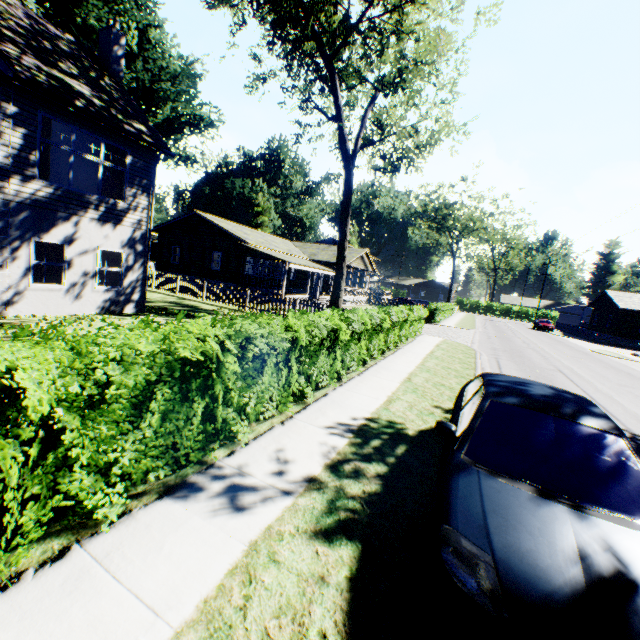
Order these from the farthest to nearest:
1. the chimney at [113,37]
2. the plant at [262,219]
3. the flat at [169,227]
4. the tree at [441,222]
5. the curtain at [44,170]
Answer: the plant at [262,219] → the tree at [441,222] → the flat at [169,227] → the chimney at [113,37] → the curtain at [44,170]

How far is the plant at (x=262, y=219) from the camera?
55.94m

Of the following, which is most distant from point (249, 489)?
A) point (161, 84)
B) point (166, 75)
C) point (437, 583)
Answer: point (166, 75)

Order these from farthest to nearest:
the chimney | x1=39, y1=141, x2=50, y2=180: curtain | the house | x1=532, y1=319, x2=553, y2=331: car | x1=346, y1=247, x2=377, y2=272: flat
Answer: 1. x1=532, y1=319, x2=553, y2=331: car
2. the house
3. x1=346, y1=247, x2=377, y2=272: flat
4. the chimney
5. x1=39, y1=141, x2=50, y2=180: curtain

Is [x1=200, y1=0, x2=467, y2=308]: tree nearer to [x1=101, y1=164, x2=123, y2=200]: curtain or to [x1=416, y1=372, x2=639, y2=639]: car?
[x1=101, y1=164, x2=123, y2=200]: curtain

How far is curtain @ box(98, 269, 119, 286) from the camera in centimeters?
1255cm

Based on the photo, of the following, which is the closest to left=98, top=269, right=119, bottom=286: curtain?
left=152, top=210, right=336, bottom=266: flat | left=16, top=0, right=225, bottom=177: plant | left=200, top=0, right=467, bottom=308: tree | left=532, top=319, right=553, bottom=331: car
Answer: left=200, top=0, right=467, bottom=308: tree

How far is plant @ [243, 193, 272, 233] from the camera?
55.94m
